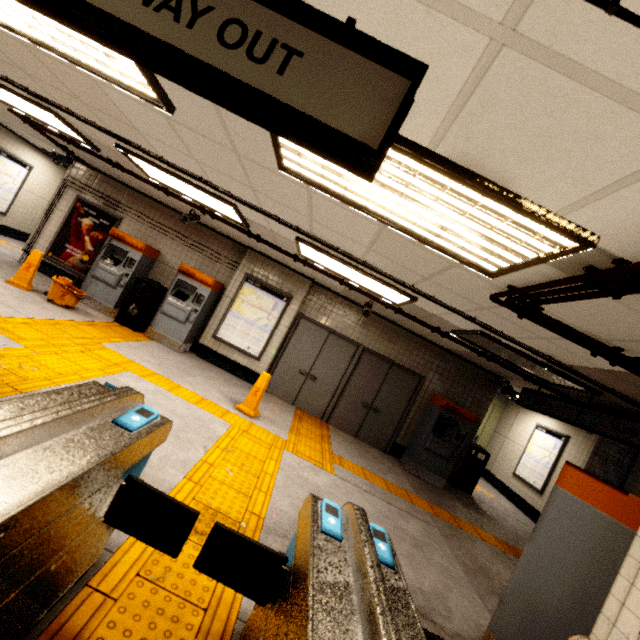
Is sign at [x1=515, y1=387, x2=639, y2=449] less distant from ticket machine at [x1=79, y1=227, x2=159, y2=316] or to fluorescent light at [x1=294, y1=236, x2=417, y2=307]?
fluorescent light at [x1=294, y1=236, x2=417, y2=307]

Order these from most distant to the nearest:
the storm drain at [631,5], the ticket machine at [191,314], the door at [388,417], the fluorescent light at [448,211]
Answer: the door at [388,417] < the ticket machine at [191,314] < the fluorescent light at [448,211] < the storm drain at [631,5]

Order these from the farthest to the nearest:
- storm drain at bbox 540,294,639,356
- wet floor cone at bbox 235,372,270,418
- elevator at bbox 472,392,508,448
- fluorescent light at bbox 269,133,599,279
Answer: elevator at bbox 472,392,508,448 → wet floor cone at bbox 235,372,270,418 → storm drain at bbox 540,294,639,356 → fluorescent light at bbox 269,133,599,279

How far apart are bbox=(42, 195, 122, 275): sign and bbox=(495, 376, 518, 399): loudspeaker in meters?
10.2 m

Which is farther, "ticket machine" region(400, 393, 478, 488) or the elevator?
the elevator

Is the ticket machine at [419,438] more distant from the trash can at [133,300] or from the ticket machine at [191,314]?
the trash can at [133,300]

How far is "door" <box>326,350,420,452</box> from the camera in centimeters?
793cm

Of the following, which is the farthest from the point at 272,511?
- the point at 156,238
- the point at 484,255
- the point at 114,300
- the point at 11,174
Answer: the point at 11,174
